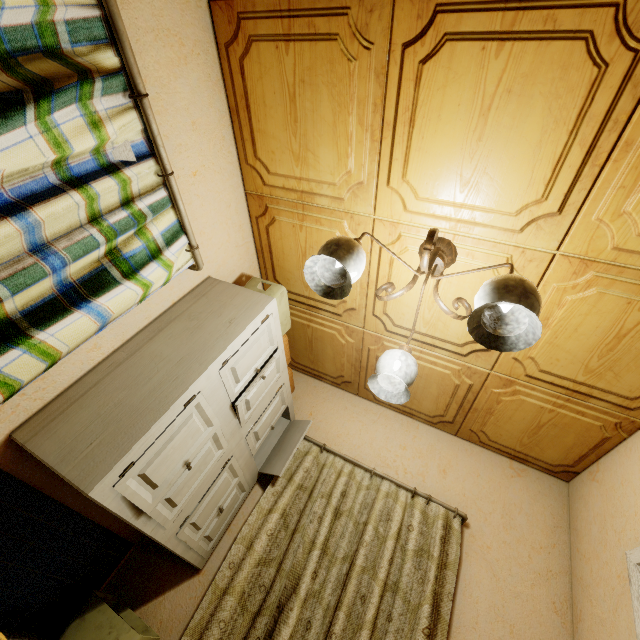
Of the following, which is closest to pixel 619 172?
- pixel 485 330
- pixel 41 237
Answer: pixel 485 330

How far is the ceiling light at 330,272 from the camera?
1.0m

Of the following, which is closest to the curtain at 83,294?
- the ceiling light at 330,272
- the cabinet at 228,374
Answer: the cabinet at 228,374

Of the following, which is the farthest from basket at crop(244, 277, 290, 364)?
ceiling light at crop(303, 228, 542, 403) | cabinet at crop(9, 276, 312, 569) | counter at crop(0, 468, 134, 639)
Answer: counter at crop(0, 468, 134, 639)

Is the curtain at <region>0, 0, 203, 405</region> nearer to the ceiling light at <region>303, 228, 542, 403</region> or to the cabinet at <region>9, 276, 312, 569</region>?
the cabinet at <region>9, 276, 312, 569</region>

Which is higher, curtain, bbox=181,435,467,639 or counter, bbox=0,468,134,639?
curtain, bbox=181,435,467,639

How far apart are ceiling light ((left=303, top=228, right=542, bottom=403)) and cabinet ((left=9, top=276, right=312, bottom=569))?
0.50m

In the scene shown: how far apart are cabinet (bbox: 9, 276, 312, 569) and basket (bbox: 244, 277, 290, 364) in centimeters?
11cm
